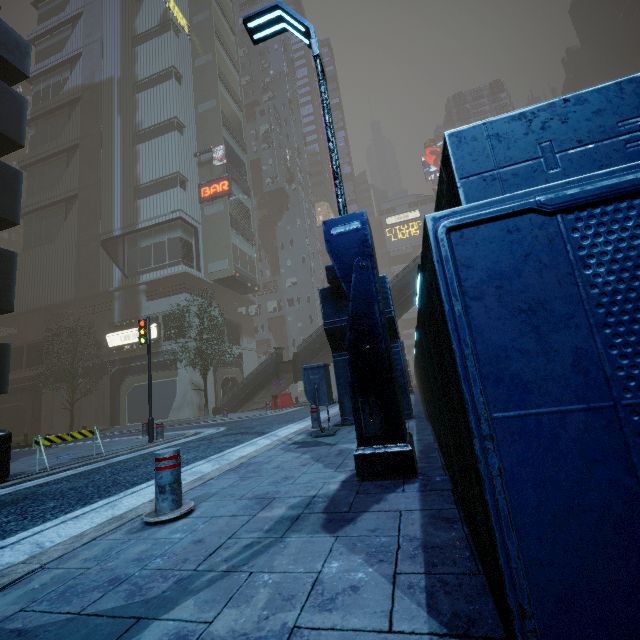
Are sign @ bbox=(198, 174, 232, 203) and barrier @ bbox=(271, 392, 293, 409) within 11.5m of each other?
no

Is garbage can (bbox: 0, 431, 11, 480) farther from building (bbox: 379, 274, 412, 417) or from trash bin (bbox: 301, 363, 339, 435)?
trash bin (bbox: 301, 363, 339, 435)

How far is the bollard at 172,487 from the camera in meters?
3.0 m

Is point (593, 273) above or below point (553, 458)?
above

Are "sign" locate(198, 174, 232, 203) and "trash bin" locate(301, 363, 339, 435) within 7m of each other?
no

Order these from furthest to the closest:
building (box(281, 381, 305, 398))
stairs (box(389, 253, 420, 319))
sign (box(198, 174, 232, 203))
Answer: building (box(281, 381, 305, 398))
sign (box(198, 174, 232, 203))
stairs (box(389, 253, 420, 319))

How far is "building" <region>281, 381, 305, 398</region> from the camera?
43.65m

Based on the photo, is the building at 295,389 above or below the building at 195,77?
below
